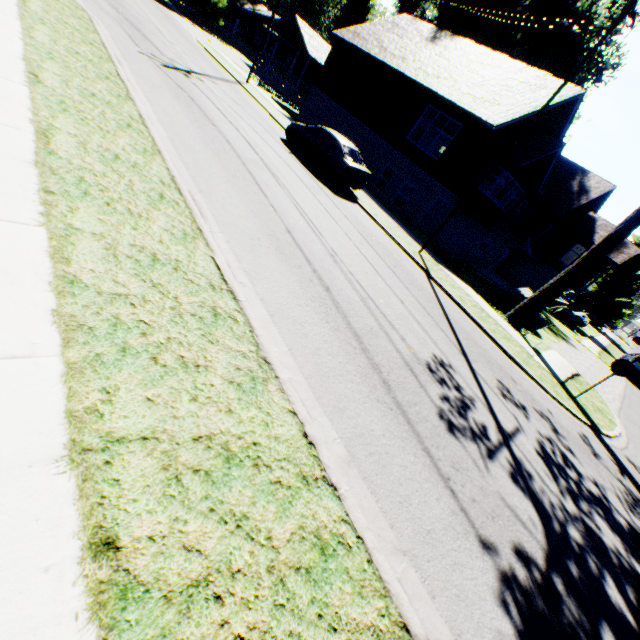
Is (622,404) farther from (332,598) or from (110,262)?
(110,262)

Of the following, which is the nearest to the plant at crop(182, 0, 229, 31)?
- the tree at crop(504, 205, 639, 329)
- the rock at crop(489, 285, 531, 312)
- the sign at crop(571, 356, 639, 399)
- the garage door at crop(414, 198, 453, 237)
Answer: the tree at crop(504, 205, 639, 329)

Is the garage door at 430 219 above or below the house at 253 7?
below

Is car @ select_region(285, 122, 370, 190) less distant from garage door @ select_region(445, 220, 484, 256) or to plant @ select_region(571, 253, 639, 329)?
garage door @ select_region(445, 220, 484, 256)

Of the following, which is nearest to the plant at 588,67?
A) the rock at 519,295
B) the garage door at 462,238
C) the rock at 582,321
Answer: the rock at 582,321

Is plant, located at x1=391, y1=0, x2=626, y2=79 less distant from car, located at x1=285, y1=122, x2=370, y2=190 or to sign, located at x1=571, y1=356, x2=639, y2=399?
car, located at x1=285, y1=122, x2=370, y2=190

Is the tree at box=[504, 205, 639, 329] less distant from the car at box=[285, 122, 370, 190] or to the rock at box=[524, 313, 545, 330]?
the rock at box=[524, 313, 545, 330]

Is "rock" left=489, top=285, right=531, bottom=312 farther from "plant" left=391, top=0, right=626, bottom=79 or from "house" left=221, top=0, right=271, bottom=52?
"house" left=221, top=0, right=271, bottom=52
